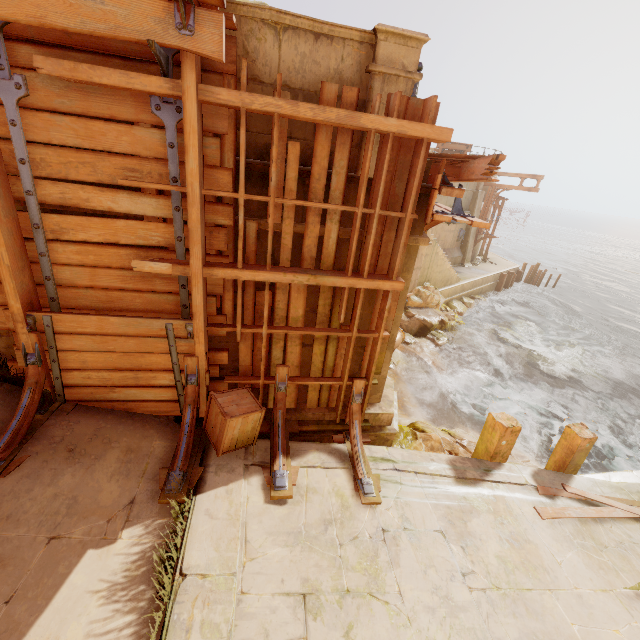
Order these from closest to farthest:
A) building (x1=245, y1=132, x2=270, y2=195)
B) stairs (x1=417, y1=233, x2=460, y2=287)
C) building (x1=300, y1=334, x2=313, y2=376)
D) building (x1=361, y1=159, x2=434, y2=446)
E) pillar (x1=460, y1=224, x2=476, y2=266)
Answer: building (x1=245, y1=132, x2=270, y2=195) < building (x1=361, y1=159, x2=434, y2=446) < building (x1=300, y1=334, x2=313, y2=376) < stairs (x1=417, y1=233, x2=460, y2=287) < pillar (x1=460, y1=224, x2=476, y2=266)

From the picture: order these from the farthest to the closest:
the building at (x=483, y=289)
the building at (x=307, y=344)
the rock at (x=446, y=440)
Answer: the building at (x=483, y=289) → the rock at (x=446, y=440) → the building at (x=307, y=344)

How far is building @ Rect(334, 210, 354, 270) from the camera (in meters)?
4.29

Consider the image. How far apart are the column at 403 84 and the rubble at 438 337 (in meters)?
11.52

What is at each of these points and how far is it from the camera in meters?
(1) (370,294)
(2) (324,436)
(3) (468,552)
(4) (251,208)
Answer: (1) building, 4.9
(2) building, 5.5
(3) walkway, 4.2
(4) building, 4.1

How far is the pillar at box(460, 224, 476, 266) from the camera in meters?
23.3

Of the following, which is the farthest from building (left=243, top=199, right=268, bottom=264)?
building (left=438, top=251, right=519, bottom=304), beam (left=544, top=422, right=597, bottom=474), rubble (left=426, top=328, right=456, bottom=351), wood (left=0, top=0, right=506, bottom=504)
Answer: beam (left=544, top=422, right=597, bottom=474)
